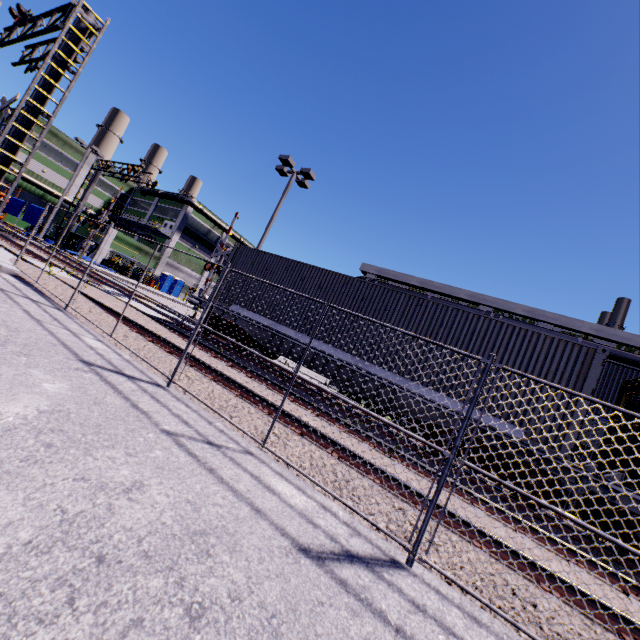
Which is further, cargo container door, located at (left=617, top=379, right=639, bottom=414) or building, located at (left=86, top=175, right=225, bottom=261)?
building, located at (left=86, top=175, right=225, bottom=261)

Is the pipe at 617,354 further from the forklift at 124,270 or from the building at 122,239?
the forklift at 124,270

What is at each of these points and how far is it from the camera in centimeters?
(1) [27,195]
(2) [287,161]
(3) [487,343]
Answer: (1) building, 4569cm
(2) light, 1659cm
(3) cargo container, 831cm

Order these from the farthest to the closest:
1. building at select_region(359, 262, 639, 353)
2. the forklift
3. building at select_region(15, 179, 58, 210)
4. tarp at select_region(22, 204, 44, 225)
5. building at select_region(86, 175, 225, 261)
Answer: building at select_region(86, 175, 225, 261)
building at select_region(15, 179, 58, 210)
the forklift
tarp at select_region(22, 204, 44, 225)
building at select_region(359, 262, 639, 353)

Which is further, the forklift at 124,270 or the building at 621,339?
the forklift at 124,270

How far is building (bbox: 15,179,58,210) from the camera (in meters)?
44.97

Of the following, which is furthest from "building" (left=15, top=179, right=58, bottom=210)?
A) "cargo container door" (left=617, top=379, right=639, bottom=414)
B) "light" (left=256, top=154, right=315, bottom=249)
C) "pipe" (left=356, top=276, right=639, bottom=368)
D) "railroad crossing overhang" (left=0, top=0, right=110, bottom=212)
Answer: "cargo container door" (left=617, top=379, right=639, bottom=414)
